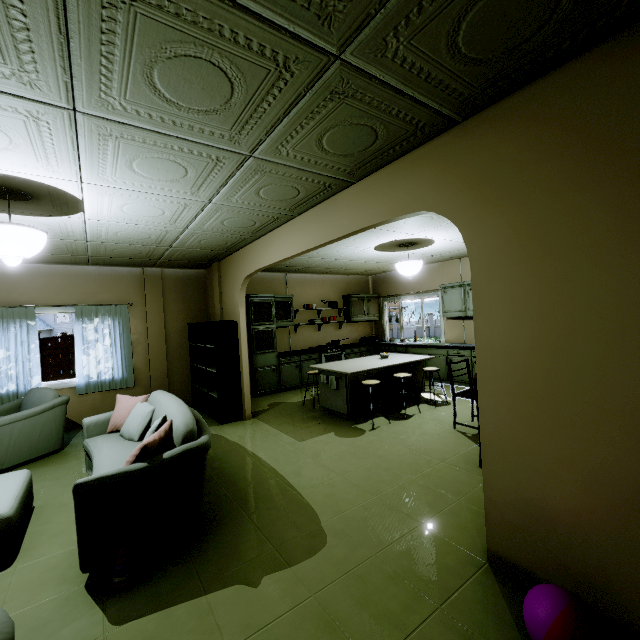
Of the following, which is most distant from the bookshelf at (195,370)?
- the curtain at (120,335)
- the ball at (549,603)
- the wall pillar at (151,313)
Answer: the ball at (549,603)

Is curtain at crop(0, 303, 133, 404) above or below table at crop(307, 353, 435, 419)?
above

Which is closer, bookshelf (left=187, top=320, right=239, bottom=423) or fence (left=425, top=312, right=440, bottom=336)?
bookshelf (left=187, top=320, right=239, bottom=423)

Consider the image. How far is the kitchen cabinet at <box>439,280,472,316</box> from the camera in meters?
6.8

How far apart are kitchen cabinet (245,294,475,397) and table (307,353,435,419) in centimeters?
115cm

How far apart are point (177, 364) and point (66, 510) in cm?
371

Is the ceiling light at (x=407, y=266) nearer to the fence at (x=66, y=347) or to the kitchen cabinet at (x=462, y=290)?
the kitchen cabinet at (x=462, y=290)

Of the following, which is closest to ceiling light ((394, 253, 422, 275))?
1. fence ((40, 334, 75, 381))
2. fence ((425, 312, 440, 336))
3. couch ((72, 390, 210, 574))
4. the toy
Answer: couch ((72, 390, 210, 574))
